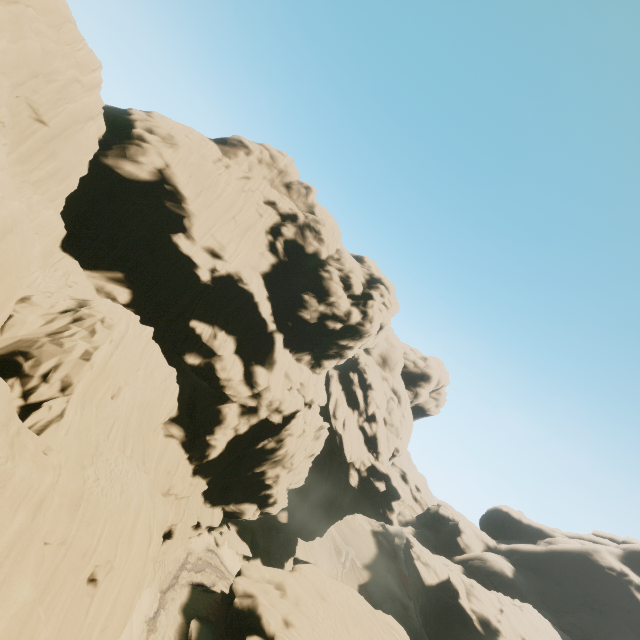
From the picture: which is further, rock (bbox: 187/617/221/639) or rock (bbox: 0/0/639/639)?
rock (bbox: 187/617/221/639)

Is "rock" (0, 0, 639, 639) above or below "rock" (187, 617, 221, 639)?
above

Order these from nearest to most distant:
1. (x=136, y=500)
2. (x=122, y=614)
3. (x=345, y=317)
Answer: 1. (x=122, y=614)
2. (x=136, y=500)
3. (x=345, y=317)

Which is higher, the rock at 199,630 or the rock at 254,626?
the rock at 254,626

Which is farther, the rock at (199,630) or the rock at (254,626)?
the rock at (199,630)
